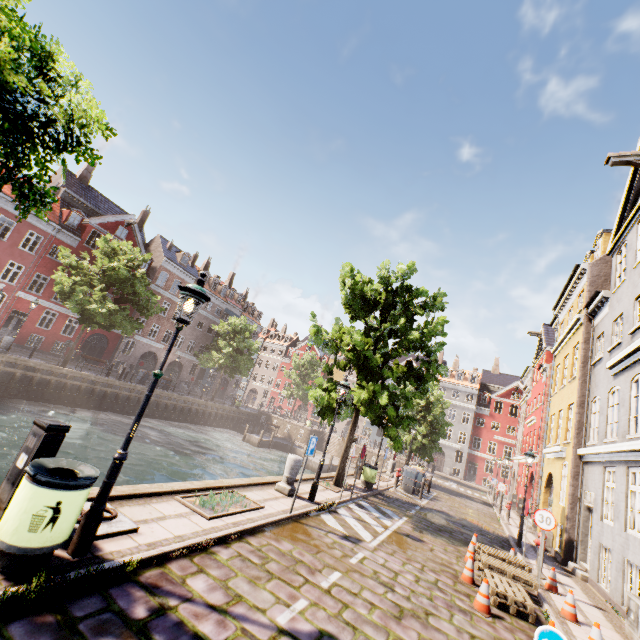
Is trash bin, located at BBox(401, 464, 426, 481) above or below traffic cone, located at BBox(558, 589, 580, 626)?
above

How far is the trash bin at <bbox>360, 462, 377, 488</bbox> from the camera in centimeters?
1500cm

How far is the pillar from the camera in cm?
959

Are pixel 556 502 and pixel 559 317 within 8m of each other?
no

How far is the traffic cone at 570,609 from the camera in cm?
706

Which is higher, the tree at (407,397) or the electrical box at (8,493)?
the tree at (407,397)

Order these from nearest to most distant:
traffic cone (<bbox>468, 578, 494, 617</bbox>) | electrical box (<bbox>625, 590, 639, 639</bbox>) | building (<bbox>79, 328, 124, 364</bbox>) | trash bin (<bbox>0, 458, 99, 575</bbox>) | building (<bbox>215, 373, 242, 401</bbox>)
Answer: trash bin (<bbox>0, 458, 99, 575</bbox>)
traffic cone (<bbox>468, 578, 494, 617</bbox>)
electrical box (<bbox>625, 590, 639, 639</bbox>)
building (<bbox>79, 328, 124, 364</bbox>)
building (<bbox>215, 373, 242, 401</bbox>)

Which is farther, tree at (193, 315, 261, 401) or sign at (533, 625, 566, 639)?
tree at (193, 315, 261, 401)
